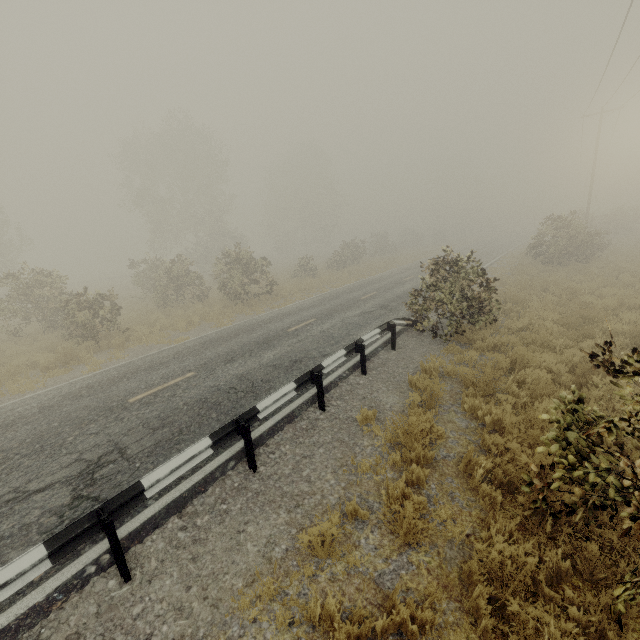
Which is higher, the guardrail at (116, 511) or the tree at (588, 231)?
the tree at (588, 231)

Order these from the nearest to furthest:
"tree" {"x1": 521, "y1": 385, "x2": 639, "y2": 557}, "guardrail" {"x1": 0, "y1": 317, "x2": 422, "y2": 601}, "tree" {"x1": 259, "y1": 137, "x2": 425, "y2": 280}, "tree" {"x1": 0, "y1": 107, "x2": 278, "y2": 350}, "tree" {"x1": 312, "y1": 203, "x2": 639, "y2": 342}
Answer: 1. "tree" {"x1": 521, "y1": 385, "x2": 639, "y2": 557}
2. "guardrail" {"x1": 0, "y1": 317, "x2": 422, "y2": 601}
3. "tree" {"x1": 312, "y1": 203, "x2": 639, "y2": 342}
4. "tree" {"x1": 0, "y1": 107, "x2": 278, "y2": 350}
5. "tree" {"x1": 259, "y1": 137, "x2": 425, "y2": 280}

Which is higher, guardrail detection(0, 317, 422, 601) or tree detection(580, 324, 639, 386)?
tree detection(580, 324, 639, 386)

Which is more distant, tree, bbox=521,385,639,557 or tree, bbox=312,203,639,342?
tree, bbox=312,203,639,342

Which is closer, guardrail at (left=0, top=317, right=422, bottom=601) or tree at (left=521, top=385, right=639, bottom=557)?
tree at (left=521, top=385, right=639, bottom=557)

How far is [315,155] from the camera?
49.7 meters
